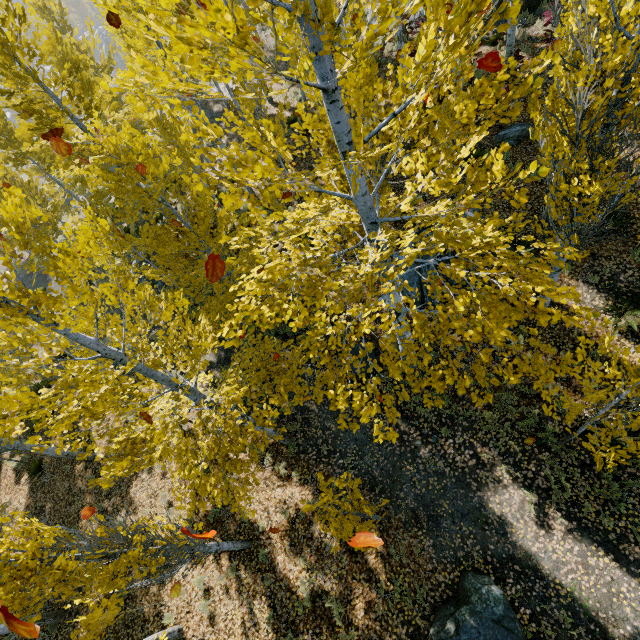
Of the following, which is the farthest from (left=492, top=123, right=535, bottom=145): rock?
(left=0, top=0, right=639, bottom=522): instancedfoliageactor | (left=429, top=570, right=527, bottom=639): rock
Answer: (left=429, top=570, right=527, bottom=639): rock

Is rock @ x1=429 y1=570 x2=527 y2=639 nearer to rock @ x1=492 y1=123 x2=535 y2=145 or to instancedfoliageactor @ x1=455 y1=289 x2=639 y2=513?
instancedfoliageactor @ x1=455 y1=289 x2=639 y2=513

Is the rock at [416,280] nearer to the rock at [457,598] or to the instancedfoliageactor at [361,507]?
the instancedfoliageactor at [361,507]

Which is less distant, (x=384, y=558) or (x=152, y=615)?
(x=384, y=558)

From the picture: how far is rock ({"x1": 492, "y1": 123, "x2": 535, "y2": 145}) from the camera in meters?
10.8 m

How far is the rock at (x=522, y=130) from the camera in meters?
10.8

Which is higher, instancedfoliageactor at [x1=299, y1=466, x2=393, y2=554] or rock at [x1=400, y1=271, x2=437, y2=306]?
instancedfoliageactor at [x1=299, y1=466, x2=393, y2=554]
